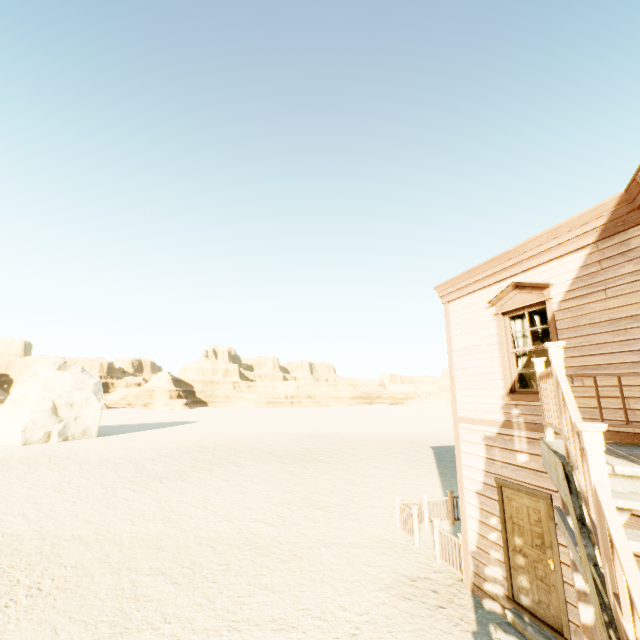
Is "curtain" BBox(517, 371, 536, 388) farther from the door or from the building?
the door

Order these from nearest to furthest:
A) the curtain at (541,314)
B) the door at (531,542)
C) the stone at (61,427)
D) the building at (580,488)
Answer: Answer: the building at (580,488) < the door at (531,542) < the curtain at (541,314) < the stone at (61,427)

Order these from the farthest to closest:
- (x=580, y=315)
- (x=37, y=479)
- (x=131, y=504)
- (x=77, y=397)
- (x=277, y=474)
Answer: (x=77, y=397)
(x=277, y=474)
(x=37, y=479)
(x=131, y=504)
(x=580, y=315)

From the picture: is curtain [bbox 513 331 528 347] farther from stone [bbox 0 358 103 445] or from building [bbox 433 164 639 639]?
stone [bbox 0 358 103 445]

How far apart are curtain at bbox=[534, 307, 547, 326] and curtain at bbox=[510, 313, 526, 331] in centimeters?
13cm

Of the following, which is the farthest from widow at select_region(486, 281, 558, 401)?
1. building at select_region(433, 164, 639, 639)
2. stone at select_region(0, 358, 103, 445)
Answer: stone at select_region(0, 358, 103, 445)

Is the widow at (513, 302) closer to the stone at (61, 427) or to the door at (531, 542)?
the door at (531, 542)

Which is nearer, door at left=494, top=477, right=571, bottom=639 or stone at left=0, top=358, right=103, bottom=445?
door at left=494, top=477, right=571, bottom=639
